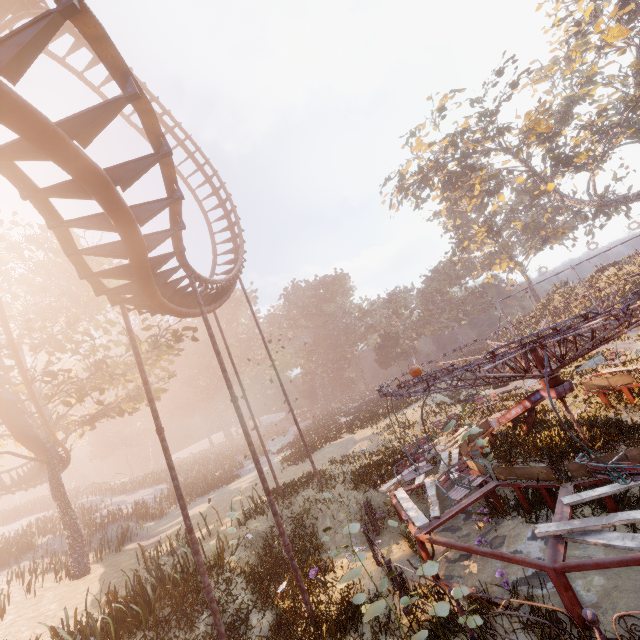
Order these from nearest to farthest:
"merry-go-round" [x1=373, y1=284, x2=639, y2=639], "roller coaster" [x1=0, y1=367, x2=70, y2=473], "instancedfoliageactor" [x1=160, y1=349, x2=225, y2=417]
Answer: "merry-go-round" [x1=373, y1=284, x2=639, y2=639] → "roller coaster" [x1=0, y1=367, x2=70, y2=473] → "instancedfoliageactor" [x1=160, y1=349, x2=225, y2=417]

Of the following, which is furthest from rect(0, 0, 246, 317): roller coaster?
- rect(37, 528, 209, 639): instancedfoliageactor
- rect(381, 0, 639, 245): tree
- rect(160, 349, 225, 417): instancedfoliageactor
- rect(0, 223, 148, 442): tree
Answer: rect(381, 0, 639, 245): tree

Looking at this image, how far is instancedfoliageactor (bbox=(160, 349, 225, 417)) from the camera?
55.7 meters

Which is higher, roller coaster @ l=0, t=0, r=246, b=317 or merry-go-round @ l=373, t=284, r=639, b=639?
roller coaster @ l=0, t=0, r=246, b=317

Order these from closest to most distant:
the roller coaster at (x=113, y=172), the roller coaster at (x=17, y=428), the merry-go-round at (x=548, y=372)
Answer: the roller coaster at (x=113, y=172) < the merry-go-round at (x=548, y=372) < the roller coaster at (x=17, y=428)

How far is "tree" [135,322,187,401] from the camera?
19.8 meters

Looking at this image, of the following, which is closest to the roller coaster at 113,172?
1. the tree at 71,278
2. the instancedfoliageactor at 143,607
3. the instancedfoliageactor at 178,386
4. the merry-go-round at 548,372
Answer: the tree at 71,278

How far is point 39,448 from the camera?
17.28m
